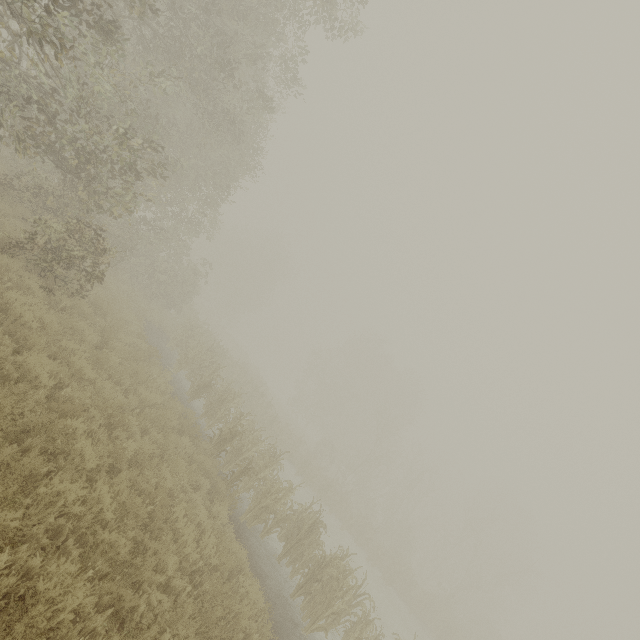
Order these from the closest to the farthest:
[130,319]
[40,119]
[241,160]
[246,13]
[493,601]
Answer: [246,13]
[40,119]
[130,319]
[241,160]
[493,601]
